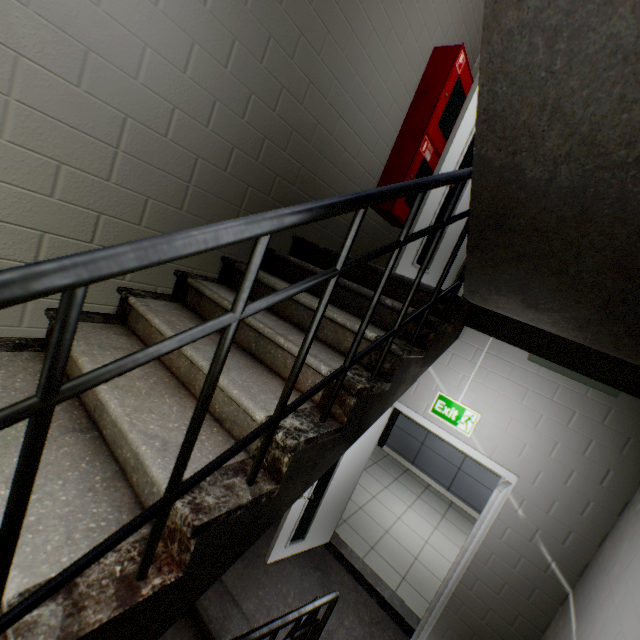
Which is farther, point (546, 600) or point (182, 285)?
point (546, 600)

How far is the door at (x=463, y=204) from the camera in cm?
318

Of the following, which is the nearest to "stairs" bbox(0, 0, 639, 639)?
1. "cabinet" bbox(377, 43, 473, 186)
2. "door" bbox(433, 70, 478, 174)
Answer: "door" bbox(433, 70, 478, 174)

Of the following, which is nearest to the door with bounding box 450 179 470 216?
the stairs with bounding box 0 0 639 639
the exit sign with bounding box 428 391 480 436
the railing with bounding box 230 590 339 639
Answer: the stairs with bounding box 0 0 639 639

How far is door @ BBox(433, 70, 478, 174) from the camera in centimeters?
282cm

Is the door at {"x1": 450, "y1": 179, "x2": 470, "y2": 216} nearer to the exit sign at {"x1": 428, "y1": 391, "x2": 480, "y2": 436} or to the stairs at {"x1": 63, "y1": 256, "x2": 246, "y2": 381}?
the stairs at {"x1": 63, "y1": 256, "x2": 246, "y2": 381}

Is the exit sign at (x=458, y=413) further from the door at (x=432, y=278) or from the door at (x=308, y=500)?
the door at (x=432, y=278)

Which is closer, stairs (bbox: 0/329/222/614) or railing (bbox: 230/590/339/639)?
stairs (bbox: 0/329/222/614)
